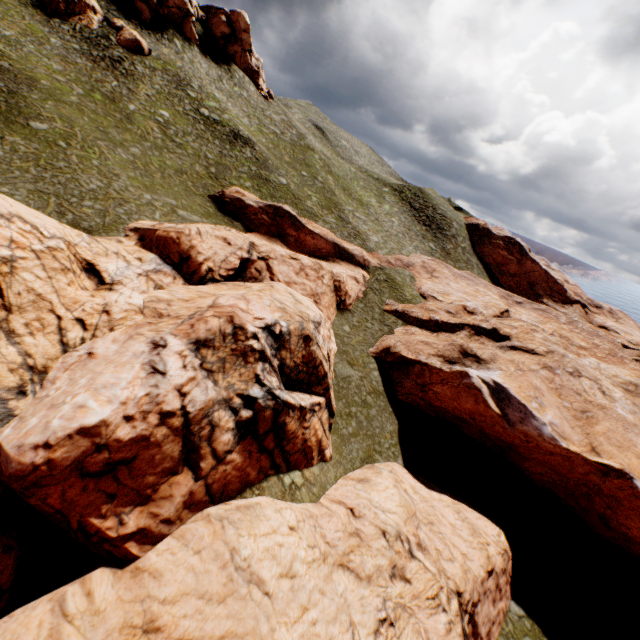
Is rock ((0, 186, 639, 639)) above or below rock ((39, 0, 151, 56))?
below

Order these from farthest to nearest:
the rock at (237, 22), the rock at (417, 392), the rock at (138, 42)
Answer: the rock at (237, 22) → the rock at (138, 42) → the rock at (417, 392)

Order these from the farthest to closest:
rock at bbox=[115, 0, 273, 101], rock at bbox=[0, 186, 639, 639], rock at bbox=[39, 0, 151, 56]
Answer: rock at bbox=[115, 0, 273, 101], rock at bbox=[39, 0, 151, 56], rock at bbox=[0, 186, 639, 639]

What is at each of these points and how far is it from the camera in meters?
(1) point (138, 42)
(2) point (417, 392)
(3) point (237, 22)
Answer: (1) rock, 37.6 m
(2) rock, 25.2 m
(3) rock, 51.0 m

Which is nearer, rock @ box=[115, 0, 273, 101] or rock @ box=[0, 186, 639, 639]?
rock @ box=[0, 186, 639, 639]

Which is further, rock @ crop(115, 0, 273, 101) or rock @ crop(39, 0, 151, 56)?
rock @ crop(115, 0, 273, 101)

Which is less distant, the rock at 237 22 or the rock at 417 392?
the rock at 417 392
